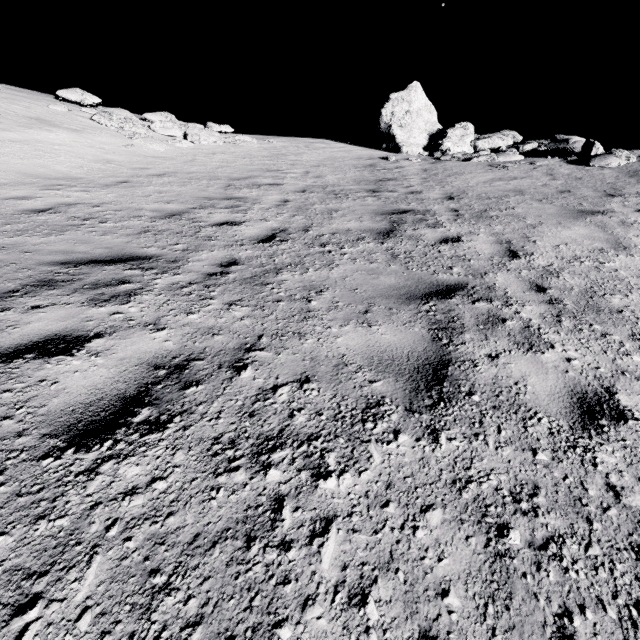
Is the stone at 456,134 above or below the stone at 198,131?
above

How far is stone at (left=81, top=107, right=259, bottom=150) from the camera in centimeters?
1242cm

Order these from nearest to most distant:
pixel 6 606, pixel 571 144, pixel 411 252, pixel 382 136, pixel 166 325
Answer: pixel 6 606, pixel 166 325, pixel 411 252, pixel 571 144, pixel 382 136

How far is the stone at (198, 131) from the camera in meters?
12.4 m

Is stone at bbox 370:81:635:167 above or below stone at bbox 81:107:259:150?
above
